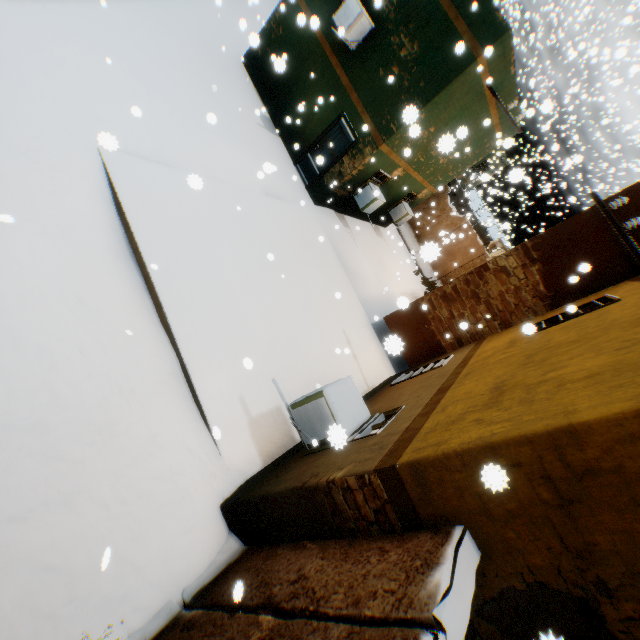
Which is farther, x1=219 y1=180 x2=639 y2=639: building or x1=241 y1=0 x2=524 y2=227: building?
x1=241 y1=0 x2=524 y2=227: building

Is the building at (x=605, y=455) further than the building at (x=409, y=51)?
No

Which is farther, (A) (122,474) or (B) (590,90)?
(B) (590,90)
